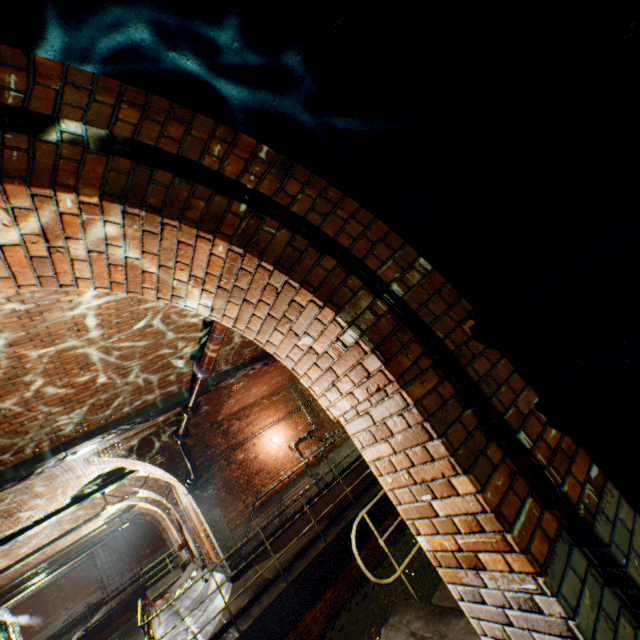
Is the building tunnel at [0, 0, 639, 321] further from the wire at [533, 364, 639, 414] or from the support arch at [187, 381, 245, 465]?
the support arch at [187, 381, 245, 465]

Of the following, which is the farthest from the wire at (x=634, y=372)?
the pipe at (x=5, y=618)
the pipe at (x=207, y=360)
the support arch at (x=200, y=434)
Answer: the pipe at (x=5, y=618)

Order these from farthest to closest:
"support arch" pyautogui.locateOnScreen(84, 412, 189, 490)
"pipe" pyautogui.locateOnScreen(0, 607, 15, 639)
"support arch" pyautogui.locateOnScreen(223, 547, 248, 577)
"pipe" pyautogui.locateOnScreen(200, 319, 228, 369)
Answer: "pipe" pyautogui.locateOnScreen(0, 607, 15, 639) → "support arch" pyautogui.locateOnScreen(223, 547, 248, 577) → "support arch" pyautogui.locateOnScreen(84, 412, 189, 490) → "pipe" pyautogui.locateOnScreen(200, 319, 228, 369)

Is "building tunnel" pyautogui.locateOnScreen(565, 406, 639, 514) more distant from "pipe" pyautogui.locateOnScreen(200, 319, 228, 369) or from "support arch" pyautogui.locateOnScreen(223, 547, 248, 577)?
"support arch" pyautogui.locateOnScreen(223, 547, 248, 577)

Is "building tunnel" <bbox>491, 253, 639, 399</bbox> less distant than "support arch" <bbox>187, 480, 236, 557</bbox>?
Yes

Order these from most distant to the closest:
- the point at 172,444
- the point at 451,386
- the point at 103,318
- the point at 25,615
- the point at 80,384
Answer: the point at 25,615 < the point at 172,444 < the point at 80,384 < the point at 103,318 < the point at 451,386

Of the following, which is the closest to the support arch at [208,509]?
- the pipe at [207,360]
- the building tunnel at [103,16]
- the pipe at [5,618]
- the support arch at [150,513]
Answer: Answer: the pipe at [207,360]

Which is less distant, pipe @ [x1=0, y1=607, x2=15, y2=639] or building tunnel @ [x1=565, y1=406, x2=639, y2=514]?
building tunnel @ [x1=565, y1=406, x2=639, y2=514]
